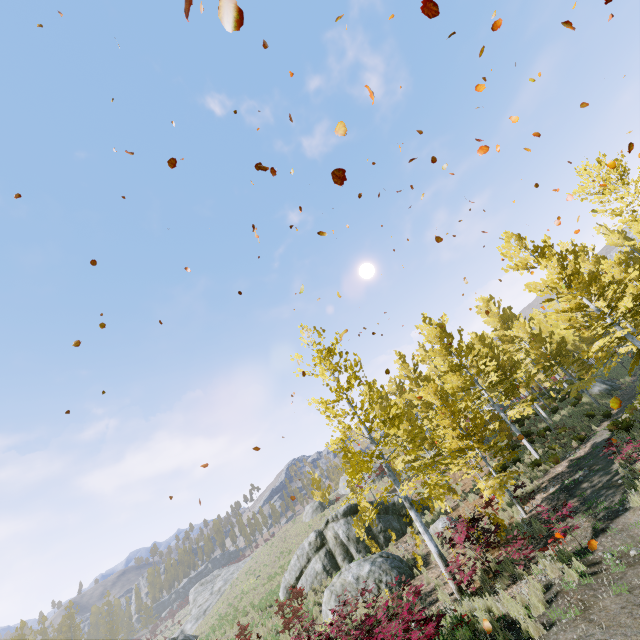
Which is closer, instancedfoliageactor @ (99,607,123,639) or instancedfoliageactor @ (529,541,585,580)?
instancedfoliageactor @ (529,541,585,580)

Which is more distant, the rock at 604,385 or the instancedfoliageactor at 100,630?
the instancedfoliageactor at 100,630

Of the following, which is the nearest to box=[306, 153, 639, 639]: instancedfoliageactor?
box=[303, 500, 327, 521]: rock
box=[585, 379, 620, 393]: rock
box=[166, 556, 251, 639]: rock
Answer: box=[585, 379, 620, 393]: rock

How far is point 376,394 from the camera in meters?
13.0 m

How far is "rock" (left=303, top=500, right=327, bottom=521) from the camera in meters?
37.0 m

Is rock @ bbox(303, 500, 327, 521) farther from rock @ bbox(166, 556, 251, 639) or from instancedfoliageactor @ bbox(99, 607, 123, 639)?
rock @ bbox(166, 556, 251, 639)

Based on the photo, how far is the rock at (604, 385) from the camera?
23.7 meters

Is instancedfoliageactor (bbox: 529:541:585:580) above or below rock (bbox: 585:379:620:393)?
below
